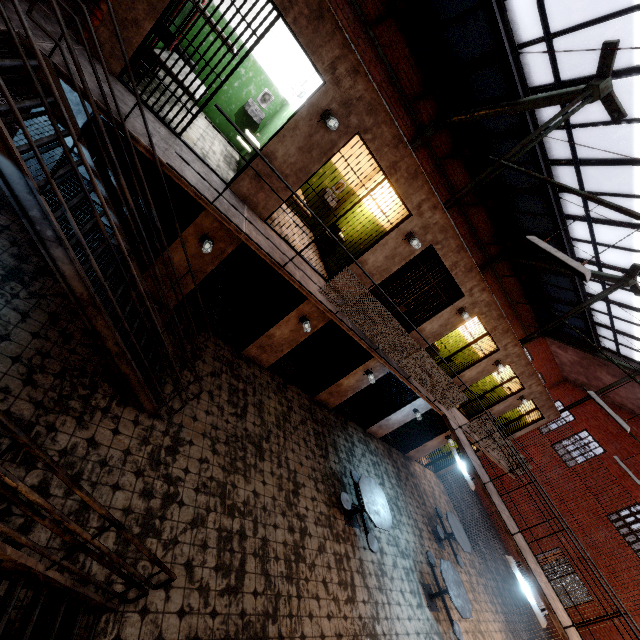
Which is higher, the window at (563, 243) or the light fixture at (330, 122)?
the window at (563, 243)

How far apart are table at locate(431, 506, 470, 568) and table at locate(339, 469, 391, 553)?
3.51m

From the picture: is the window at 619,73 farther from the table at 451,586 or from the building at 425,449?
the table at 451,586

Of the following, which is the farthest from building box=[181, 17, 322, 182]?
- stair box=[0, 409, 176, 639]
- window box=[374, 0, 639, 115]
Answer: stair box=[0, 409, 176, 639]

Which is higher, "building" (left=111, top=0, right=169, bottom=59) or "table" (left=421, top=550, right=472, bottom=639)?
"building" (left=111, top=0, right=169, bottom=59)

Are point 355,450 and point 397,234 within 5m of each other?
no

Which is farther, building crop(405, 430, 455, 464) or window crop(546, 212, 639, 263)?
building crop(405, 430, 455, 464)

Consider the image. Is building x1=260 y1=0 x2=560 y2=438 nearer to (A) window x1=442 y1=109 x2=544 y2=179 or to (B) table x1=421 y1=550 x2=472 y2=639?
(A) window x1=442 y1=109 x2=544 y2=179
